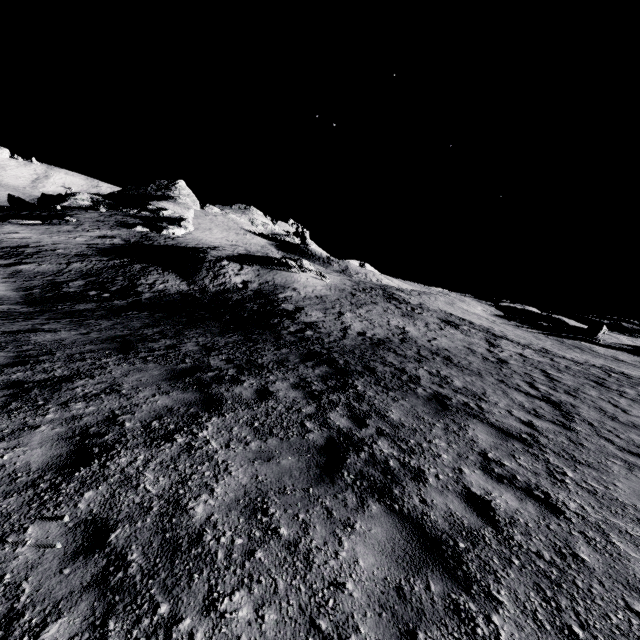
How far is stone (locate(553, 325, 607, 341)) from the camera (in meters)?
42.69

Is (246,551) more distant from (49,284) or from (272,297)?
(49,284)

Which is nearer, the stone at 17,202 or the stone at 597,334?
the stone at 597,334

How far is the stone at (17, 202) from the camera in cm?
4728

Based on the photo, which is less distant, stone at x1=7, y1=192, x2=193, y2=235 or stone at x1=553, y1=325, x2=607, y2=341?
stone at x1=553, y1=325, x2=607, y2=341

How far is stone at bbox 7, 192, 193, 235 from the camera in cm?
4728
